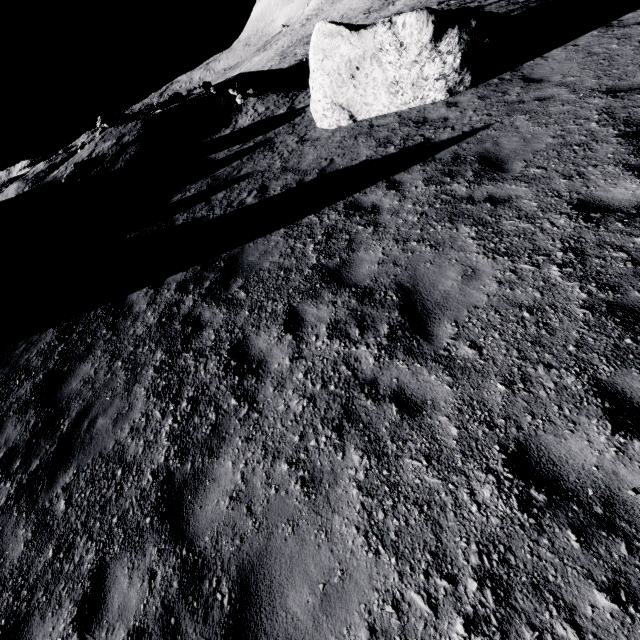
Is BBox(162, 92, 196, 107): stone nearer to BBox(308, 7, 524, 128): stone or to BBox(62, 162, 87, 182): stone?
BBox(62, 162, 87, 182): stone

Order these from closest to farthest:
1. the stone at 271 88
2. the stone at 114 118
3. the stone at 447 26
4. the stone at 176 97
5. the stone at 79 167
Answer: the stone at 447 26, the stone at 79 167, the stone at 271 88, the stone at 114 118, the stone at 176 97

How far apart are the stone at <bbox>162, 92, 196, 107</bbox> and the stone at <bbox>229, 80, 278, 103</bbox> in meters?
9.6

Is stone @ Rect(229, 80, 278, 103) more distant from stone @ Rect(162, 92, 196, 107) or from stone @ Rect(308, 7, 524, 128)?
stone @ Rect(162, 92, 196, 107)

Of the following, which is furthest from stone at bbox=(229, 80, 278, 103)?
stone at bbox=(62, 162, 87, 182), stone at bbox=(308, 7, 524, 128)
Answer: stone at bbox=(62, 162, 87, 182)

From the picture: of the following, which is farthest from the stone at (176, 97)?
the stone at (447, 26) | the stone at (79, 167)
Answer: the stone at (447, 26)

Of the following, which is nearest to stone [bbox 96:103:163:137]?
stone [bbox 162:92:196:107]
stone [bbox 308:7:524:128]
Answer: stone [bbox 162:92:196:107]

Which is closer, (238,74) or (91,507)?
(91,507)
